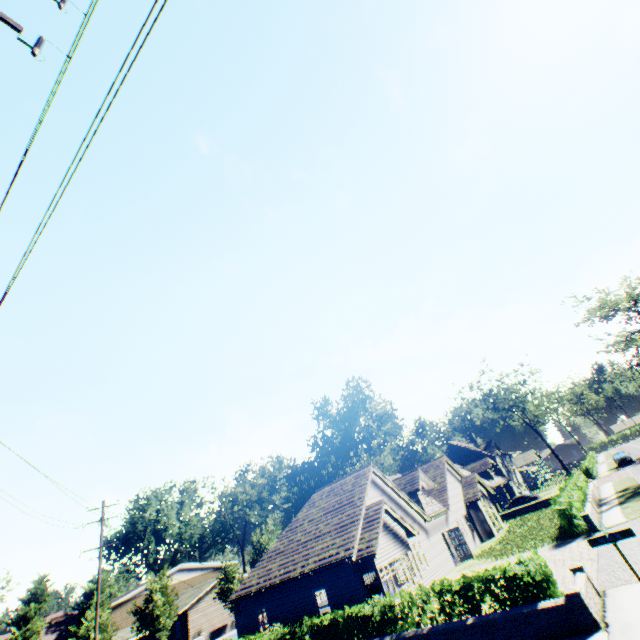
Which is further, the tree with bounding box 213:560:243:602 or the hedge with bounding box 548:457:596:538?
the tree with bounding box 213:560:243:602

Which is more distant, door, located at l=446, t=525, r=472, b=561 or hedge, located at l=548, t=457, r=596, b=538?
door, located at l=446, t=525, r=472, b=561

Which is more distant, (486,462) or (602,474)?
(486,462)

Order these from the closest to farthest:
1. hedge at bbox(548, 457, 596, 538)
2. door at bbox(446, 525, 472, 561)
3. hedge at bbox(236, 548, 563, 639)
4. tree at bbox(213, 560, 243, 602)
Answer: hedge at bbox(236, 548, 563, 639) < hedge at bbox(548, 457, 596, 538) < door at bbox(446, 525, 472, 561) < tree at bbox(213, 560, 243, 602)

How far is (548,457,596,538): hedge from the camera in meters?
19.5

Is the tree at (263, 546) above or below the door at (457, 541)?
above

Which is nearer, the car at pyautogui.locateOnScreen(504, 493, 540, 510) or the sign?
the sign

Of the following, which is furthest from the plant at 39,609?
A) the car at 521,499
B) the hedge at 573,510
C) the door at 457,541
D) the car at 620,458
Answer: the hedge at 573,510
